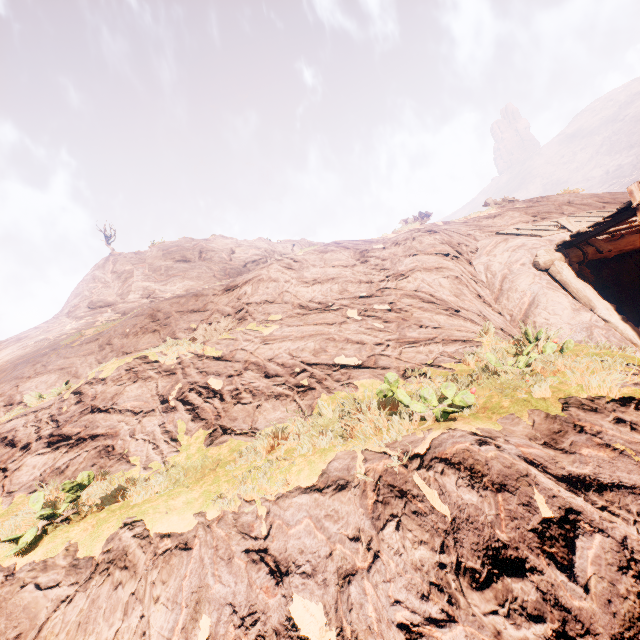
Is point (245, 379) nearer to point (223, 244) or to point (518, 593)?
point (518, 593)
